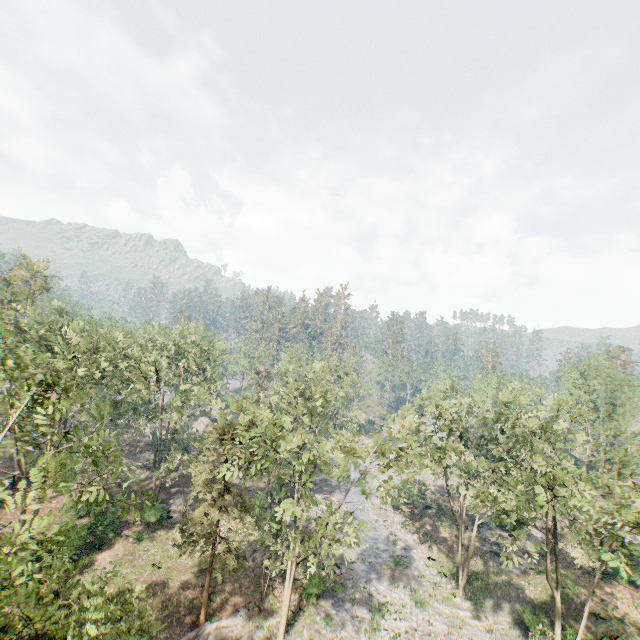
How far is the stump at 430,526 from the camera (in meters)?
39.59

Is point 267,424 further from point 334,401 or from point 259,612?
point 334,401

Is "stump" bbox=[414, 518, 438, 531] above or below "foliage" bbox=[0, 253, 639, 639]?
below

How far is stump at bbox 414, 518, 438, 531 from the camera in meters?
39.6

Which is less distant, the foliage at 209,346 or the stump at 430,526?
the foliage at 209,346

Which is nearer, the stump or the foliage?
the foliage
